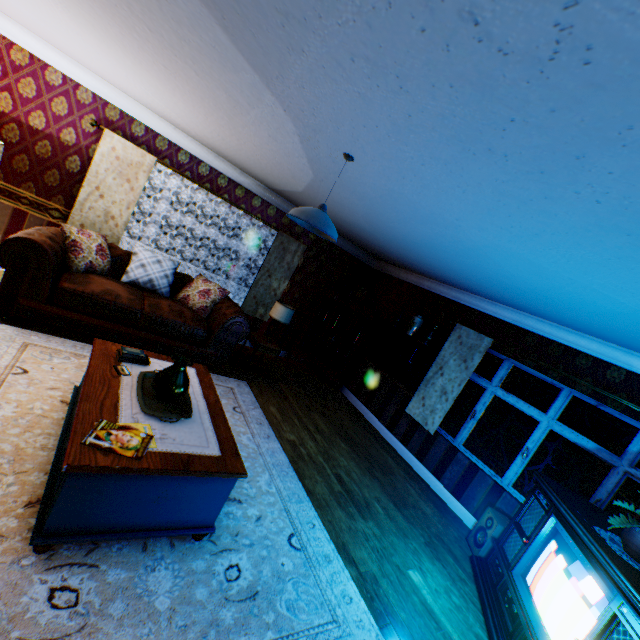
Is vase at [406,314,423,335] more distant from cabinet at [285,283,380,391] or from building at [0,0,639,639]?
cabinet at [285,283,380,391]

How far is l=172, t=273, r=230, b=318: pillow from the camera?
5.38m

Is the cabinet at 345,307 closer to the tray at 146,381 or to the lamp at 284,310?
the lamp at 284,310

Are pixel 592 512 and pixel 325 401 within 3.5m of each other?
no

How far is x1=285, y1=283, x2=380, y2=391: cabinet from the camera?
7.4m

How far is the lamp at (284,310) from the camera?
5.83m

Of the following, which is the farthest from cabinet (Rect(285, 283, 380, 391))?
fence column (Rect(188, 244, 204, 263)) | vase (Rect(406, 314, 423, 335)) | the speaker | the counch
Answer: fence column (Rect(188, 244, 204, 263))

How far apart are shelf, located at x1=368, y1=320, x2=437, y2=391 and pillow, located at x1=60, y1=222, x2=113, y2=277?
4.9m
